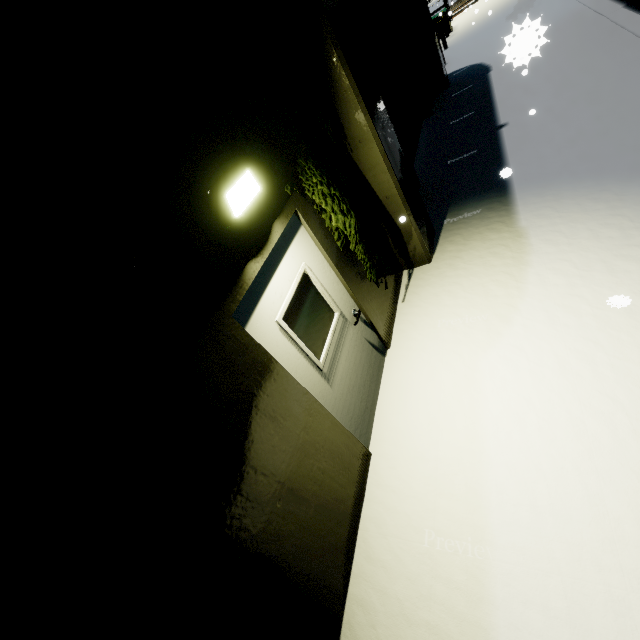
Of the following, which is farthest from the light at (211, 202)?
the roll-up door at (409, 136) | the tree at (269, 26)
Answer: the roll-up door at (409, 136)

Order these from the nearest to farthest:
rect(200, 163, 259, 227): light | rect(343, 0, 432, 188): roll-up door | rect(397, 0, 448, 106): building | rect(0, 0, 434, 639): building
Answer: rect(0, 0, 434, 639): building < rect(200, 163, 259, 227): light < rect(343, 0, 432, 188): roll-up door < rect(397, 0, 448, 106): building

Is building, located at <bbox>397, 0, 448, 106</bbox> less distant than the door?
No

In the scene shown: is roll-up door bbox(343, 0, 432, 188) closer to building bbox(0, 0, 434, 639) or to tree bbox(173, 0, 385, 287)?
building bbox(0, 0, 434, 639)

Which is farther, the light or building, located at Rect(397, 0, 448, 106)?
building, located at Rect(397, 0, 448, 106)

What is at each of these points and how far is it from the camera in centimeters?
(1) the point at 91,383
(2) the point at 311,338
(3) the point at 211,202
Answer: (1) building, 157cm
(2) door, 323cm
(3) light, 229cm

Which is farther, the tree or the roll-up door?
the roll-up door

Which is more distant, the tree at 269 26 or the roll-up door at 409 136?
the roll-up door at 409 136
